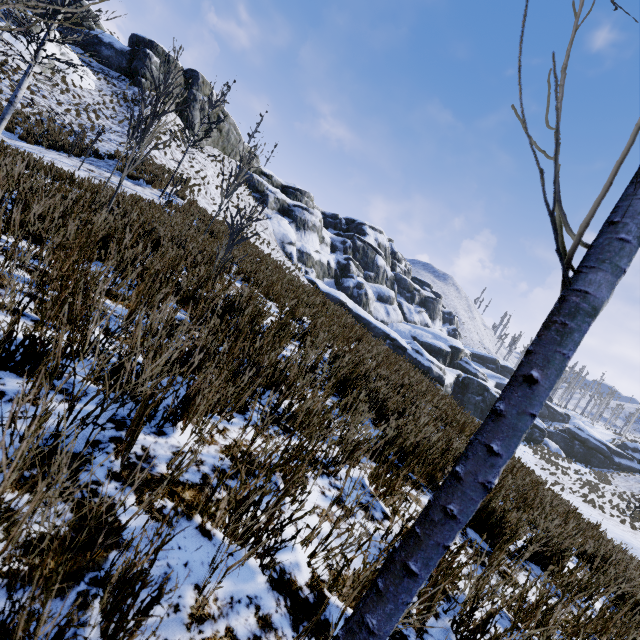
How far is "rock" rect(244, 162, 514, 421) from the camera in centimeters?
3266cm

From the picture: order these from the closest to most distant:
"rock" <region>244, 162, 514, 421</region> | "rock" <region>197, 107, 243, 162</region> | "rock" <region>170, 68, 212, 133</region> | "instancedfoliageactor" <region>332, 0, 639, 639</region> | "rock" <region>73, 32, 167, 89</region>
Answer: "instancedfoliageactor" <region>332, 0, 639, 639</region>, "rock" <region>73, 32, 167, 89</region>, "rock" <region>170, 68, 212, 133</region>, "rock" <region>244, 162, 514, 421</region>, "rock" <region>197, 107, 243, 162</region>

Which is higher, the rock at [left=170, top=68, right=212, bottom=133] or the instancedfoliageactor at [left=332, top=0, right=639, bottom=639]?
the rock at [left=170, top=68, right=212, bottom=133]

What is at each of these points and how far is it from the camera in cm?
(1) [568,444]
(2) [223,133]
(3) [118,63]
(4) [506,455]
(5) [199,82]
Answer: (1) rock, 4475
(2) rock, 3588
(3) rock, 2847
(4) instancedfoliageactor, 77
(5) rock, 3256

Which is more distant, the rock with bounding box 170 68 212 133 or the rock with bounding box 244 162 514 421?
the rock with bounding box 244 162 514 421

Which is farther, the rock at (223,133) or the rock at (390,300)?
the rock at (223,133)
